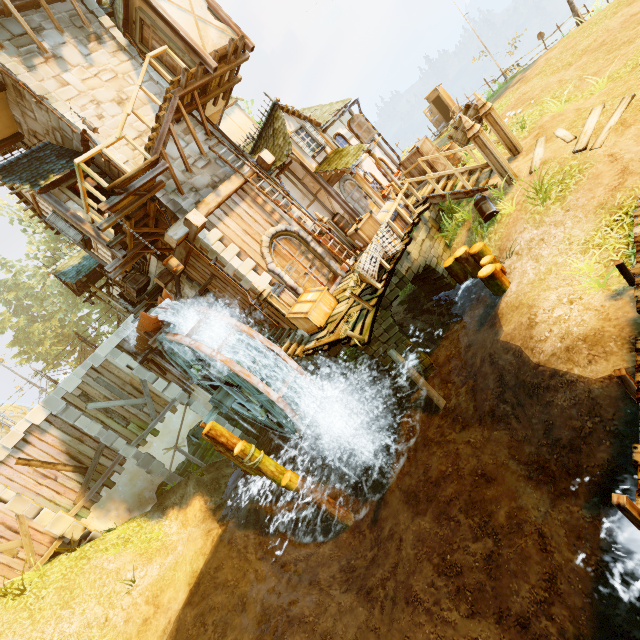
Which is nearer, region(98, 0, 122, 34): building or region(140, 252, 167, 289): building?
region(98, 0, 122, 34): building

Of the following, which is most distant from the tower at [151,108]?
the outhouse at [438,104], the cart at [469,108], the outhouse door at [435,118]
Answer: the outhouse at [438,104]

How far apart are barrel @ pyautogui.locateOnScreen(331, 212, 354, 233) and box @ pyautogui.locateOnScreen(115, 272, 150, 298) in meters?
9.0

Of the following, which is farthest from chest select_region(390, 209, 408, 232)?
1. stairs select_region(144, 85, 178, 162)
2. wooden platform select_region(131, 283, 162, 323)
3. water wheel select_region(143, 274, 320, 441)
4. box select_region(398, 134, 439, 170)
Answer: wooden platform select_region(131, 283, 162, 323)

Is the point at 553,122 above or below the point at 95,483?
below

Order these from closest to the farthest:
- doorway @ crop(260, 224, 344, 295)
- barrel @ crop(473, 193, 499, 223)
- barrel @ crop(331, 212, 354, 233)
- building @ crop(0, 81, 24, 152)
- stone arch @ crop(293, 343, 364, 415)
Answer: barrel @ crop(473, 193, 499, 223) → building @ crop(0, 81, 24, 152) → stone arch @ crop(293, 343, 364, 415) → doorway @ crop(260, 224, 344, 295) → barrel @ crop(331, 212, 354, 233)

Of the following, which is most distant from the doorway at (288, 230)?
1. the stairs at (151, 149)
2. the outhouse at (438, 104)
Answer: the outhouse at (438, 104)

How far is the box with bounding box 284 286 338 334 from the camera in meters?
10.7
